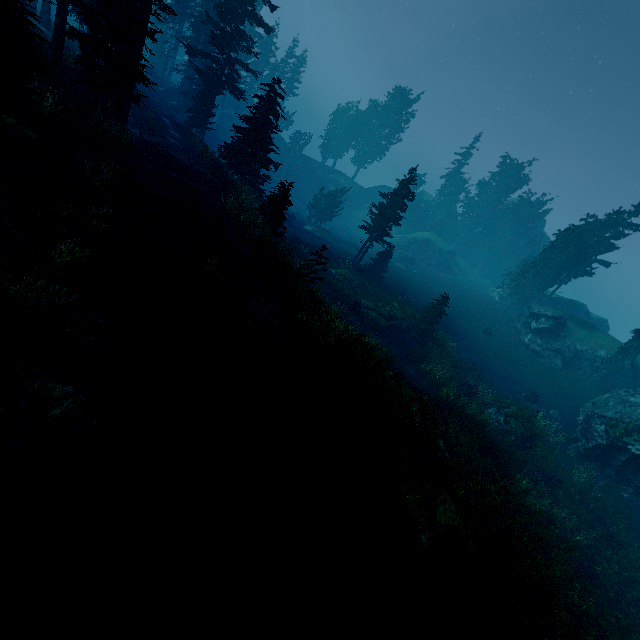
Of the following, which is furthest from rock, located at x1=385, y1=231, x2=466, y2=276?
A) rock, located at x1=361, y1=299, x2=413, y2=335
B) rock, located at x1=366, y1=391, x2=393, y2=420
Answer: rock, located at x1=366, y1=391, x2=393, y2=420

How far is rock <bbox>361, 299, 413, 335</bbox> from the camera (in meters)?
29.21

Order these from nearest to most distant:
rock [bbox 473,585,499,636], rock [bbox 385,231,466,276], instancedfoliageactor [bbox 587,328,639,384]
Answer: rock [bbox 473,585,499,636]
instancedfoliageactor [bbox 587,328,639,384]
rock [bbox 385,231,466,276]

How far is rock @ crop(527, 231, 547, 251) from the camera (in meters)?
59.19

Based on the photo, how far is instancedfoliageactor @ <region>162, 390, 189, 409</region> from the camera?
8.85m

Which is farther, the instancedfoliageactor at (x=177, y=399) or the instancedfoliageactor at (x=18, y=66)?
the instancedfoliageactor at (x=18, y=66)

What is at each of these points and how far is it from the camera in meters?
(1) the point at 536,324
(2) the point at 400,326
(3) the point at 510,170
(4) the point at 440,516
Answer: (1) rock, 38.2 m
(2) rock, 29.7 m
(3) instancedfoliageactor, 59.7 m
(4) rock, 9.4 m

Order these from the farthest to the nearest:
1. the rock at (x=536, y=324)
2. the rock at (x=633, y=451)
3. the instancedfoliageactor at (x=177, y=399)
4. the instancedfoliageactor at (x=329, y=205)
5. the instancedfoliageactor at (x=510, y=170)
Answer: the instancedfoliageactor at (x=510, y=170) → the instancedfoliageactor at (x=329, y=205) → the rock at (x=536, y=324) → the rock at (x=633, y=451) → the instancedfoliageactor at (x=177, y=399)
